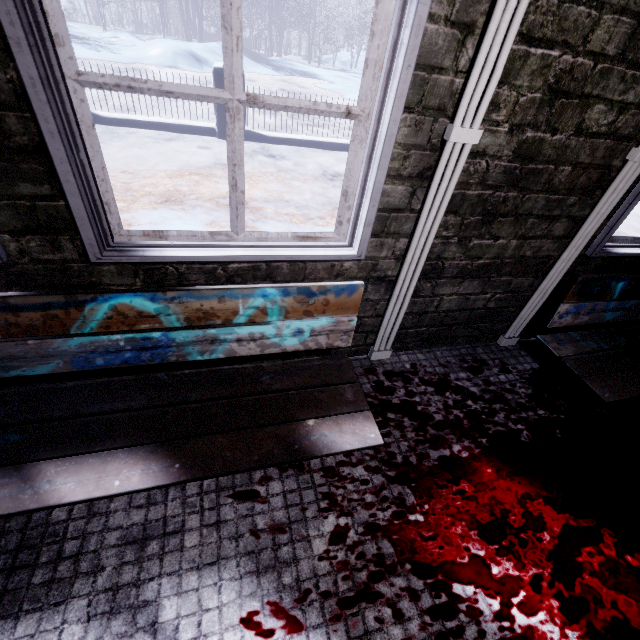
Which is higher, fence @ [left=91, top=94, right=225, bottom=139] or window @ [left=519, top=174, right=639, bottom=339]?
window @ [left=519, top=174, right=639, bottom=339]

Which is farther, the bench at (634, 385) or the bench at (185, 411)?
the bench at (634, 385)

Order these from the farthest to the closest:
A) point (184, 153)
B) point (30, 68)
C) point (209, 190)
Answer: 1. point (184, 153)
2. point (209, 190)
3. point (30, 68)

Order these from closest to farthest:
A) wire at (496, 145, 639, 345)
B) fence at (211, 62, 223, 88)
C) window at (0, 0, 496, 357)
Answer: window at (0, 0, 496, 357) < wire at (496, 145, 639, 345) < fence at (211, 62, 223, 88)

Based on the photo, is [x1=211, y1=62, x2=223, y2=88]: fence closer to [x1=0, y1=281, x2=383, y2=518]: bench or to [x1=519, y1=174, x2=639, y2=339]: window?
[x1=519, y1=174, x2=639, y2=339]: window

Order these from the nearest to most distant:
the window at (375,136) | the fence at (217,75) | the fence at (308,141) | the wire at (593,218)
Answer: the window at (375,136) < the wire at (593,218) < the fence at (217,75) < the fence at (308,141)

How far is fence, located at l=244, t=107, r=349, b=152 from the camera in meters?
5.2 m
